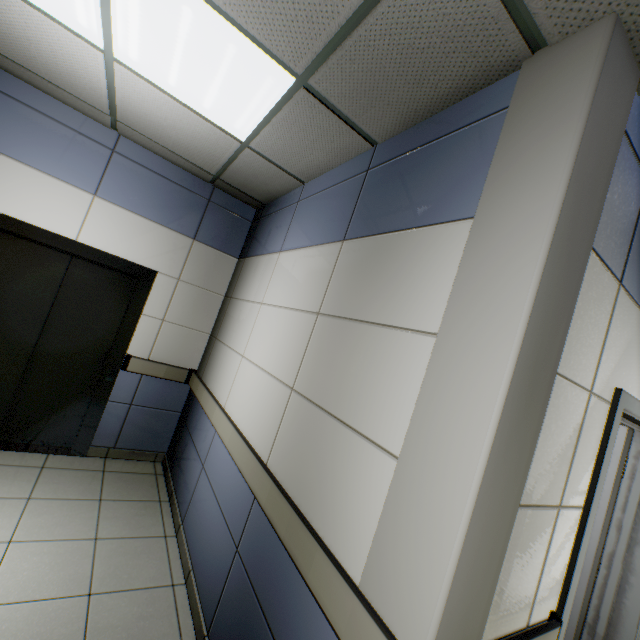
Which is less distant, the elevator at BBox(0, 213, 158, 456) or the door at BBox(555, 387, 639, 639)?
the door at BBox(555, 387, 639, 639)

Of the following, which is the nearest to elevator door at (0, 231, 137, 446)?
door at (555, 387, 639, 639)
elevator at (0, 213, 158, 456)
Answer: elevator at (0, 213, 158, 456)

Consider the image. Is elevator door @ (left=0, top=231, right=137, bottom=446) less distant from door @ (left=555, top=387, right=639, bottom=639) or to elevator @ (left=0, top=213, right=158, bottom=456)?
elevator @ (left=0, top=213, right=158, bottom=456)

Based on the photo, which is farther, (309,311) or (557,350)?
(309,311)

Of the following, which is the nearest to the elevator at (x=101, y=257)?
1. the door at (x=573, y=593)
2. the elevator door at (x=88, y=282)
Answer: the elevator door at (x=88, y=282)
